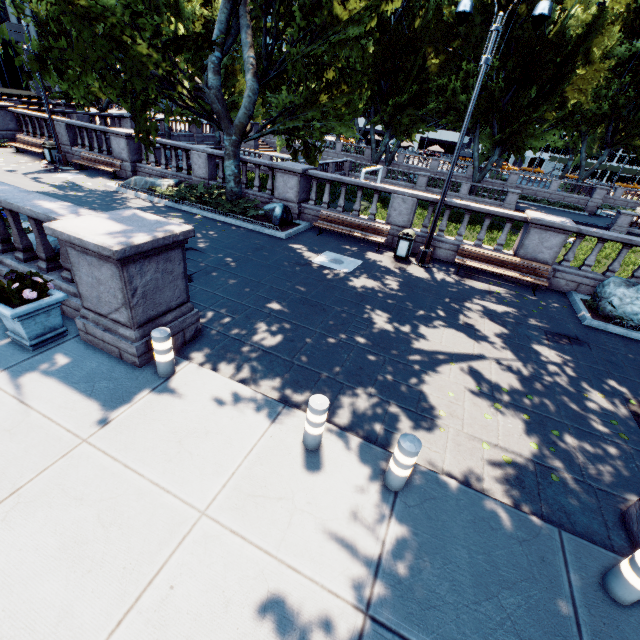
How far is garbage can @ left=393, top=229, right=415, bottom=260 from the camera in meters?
11.6

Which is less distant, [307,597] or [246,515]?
[307,597]

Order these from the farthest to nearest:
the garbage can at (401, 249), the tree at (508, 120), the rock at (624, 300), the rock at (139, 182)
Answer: the tree at (508, 120), the rock at (139, 182), the garbage can at (401, 249), the rock at (624, 300)

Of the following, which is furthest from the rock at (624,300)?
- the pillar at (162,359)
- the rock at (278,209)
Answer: the pillar at (162,359)

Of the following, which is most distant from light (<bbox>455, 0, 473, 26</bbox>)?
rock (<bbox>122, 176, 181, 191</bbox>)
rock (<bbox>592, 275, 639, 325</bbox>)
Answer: rock (<bbox>122, 176, 181, 191</bbox>)

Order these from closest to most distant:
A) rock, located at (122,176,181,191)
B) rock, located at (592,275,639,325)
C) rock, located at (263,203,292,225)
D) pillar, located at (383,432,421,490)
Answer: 1. pillar, located at (383,432,421,490)
2. rock, located at (592,275,639,325)
3. rock, located at (263,203,292,225)
4. rock, located at (122,176,181,191)

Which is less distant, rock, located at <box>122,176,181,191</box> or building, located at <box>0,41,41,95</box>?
rock, located at <box>122,176,181,191</box>

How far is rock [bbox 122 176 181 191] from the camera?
14.79m
